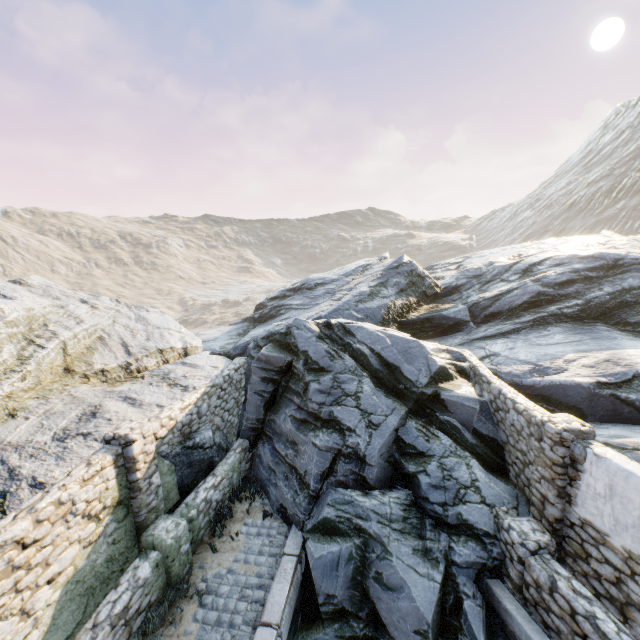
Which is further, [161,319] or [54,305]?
[161,319]

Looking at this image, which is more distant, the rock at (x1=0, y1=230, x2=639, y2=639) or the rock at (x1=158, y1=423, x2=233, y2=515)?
the rock at (x1=158, y1=423, x2=233, y2=515)

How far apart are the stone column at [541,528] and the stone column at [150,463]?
6.49m

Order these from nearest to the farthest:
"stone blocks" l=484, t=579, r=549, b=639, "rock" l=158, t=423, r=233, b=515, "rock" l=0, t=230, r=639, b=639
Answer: "stone blocks" l=484, t=579, r=549, b=639
"rock" l=0, t=230, r=639, b=639
"rock" l=158, t=423, r=233, b=515

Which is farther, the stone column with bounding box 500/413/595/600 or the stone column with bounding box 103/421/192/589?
the stone column with bounding box 103/421/192/589

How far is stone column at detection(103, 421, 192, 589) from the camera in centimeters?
649cm

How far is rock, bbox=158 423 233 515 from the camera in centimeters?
812cm

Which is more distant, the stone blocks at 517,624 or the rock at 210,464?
the rock at 210,464
